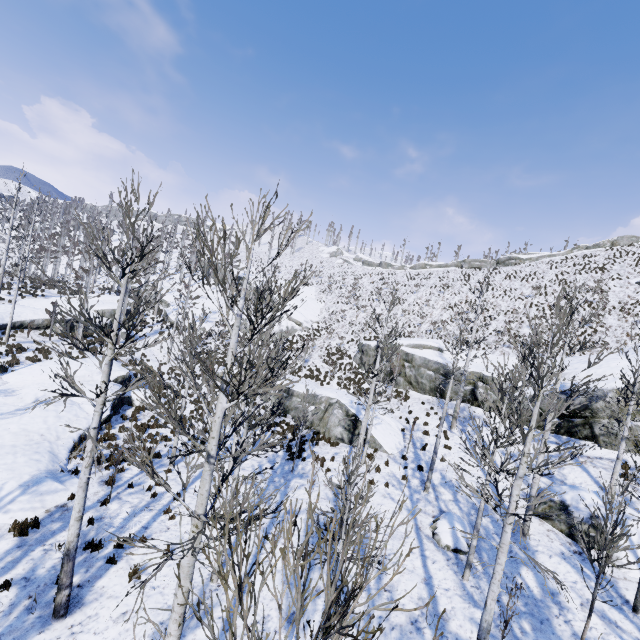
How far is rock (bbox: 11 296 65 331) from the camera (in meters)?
25.85

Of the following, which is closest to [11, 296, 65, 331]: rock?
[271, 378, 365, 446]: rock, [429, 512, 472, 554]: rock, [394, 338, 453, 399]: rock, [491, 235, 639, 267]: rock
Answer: [271, 378, 365, 446]: rock

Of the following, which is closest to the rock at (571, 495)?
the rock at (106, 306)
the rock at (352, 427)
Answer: the rock at (352, 427)

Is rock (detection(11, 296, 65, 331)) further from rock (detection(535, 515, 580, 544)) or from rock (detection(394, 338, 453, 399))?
rock (detection(535, 515, 580, 544))

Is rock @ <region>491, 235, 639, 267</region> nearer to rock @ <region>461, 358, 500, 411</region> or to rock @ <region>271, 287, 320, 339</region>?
rock @ <region>271, 287, 320, 339</region>

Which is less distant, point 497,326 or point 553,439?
point 553,439

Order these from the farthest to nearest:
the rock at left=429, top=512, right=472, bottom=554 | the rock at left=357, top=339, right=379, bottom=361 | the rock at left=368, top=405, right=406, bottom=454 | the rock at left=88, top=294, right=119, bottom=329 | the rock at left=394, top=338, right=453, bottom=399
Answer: the rock at left=88, top=294, right=119, bottom=329 → the rock at left=357, top=339, right=379, bottom=361 → the rock at left=394, top=338, right=453, bottom=399 → the rock at left=368, top=405, right=406, bottom=454 → the rock at left=429, top=512, right=472, bottom=554

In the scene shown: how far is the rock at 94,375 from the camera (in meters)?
18.65
